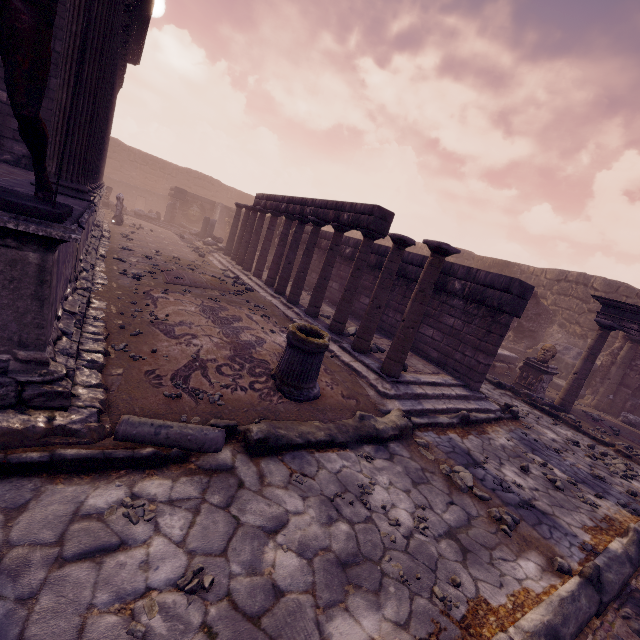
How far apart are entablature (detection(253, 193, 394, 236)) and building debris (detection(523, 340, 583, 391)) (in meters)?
10.94

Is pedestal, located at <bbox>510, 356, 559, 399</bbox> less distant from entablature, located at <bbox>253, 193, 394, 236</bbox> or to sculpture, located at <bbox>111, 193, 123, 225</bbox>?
entablature, located at <bbox>253, 193, 394, 236</bbox>

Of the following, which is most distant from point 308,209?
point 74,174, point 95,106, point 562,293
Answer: point 562,293

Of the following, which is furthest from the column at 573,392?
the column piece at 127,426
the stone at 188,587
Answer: the stone at 188,587

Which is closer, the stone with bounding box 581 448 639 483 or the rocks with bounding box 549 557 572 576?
the rocks with bounding box 549 557 572 576

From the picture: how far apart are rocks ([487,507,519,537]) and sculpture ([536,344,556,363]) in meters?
8.5 m

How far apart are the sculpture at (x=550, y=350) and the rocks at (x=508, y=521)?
8.5 meters

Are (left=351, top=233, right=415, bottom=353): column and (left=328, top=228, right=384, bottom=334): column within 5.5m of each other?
→ yes
